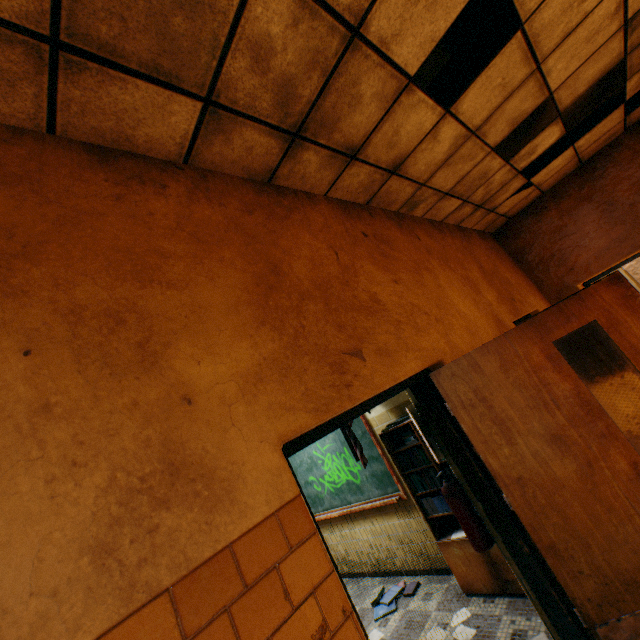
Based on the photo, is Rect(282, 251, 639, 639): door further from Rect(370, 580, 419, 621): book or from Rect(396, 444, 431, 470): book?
Rect(370, 580, 419, 621): book

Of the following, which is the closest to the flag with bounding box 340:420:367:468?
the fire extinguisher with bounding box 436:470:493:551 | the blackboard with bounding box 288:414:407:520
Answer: the blackboard with bounding box 288:414:407:520

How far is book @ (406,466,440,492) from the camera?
3.5 meters

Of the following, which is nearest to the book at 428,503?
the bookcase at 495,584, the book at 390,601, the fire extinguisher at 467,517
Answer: the bookcase at 495,584

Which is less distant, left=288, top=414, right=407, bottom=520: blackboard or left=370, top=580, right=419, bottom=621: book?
left=370, top=580, right=419, bottom=621: book

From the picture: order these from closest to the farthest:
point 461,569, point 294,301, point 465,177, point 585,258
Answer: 1. point 294,301
2. point 461,569
3. point 465,177
4. point 585,258

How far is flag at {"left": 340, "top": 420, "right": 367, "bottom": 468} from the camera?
3.77m

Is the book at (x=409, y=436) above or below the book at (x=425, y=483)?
above
